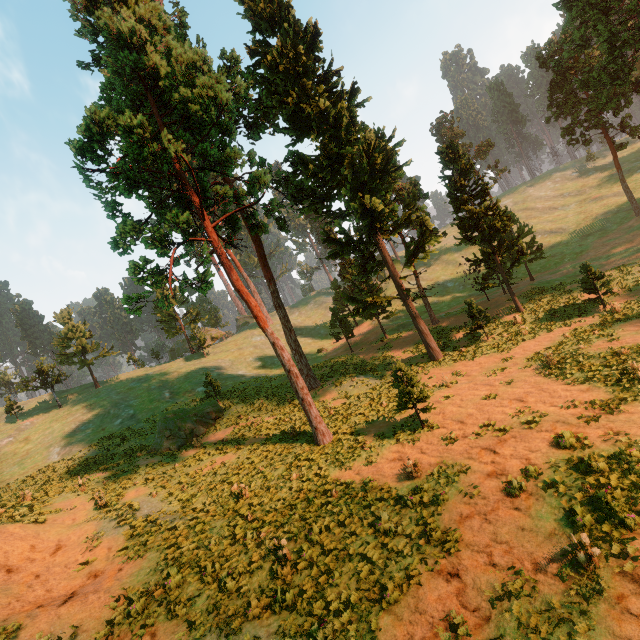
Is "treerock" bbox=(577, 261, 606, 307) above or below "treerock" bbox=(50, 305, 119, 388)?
below

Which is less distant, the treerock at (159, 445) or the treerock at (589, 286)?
the treerock at (589, 286)

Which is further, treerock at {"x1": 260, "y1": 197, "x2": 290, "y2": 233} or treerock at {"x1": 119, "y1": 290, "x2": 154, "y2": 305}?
treerock at {"x1": 260, "y1": 197, "x2": 290, "y2": 233}

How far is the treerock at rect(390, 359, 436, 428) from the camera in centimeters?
1564cm

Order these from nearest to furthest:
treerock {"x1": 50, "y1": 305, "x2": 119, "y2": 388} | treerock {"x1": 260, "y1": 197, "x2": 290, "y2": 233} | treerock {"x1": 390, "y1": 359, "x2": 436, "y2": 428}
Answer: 1. treerock {"x1": 390, "y1": 359, "x2": 436, "y2": 428}
2. treerock {"x1": 260, "y1": 197, "x2": 290, "y2": 233}
3. treerock {"x1": 50, "y1": 305, "x2": 119, "y2": 388}

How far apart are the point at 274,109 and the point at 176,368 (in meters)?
38.01
